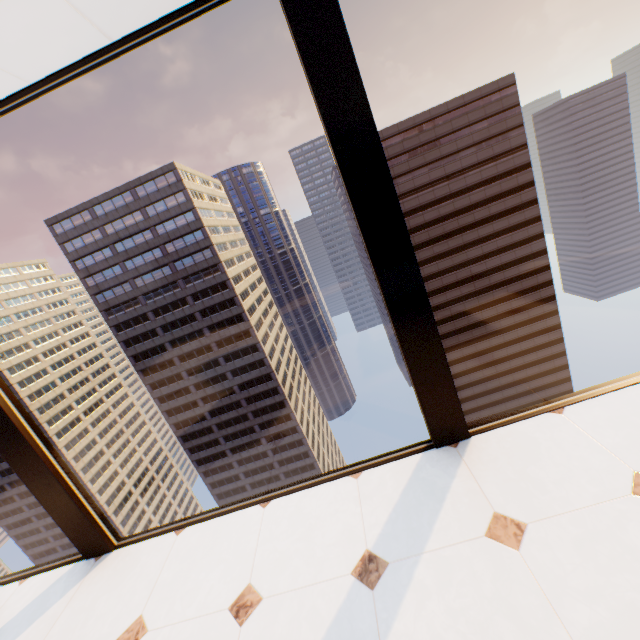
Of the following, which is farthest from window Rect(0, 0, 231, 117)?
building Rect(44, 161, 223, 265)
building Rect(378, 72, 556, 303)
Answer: building Rect(44, 161, 223, 265)

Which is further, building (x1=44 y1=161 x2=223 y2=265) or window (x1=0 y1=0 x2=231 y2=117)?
building (x1=44 y1=161 x2=223 y2=265)

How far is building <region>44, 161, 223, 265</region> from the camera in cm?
5625

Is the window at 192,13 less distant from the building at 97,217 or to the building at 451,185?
the building at 451,185

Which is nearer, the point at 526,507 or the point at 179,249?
the point at 526,507

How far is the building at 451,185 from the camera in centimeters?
5128cm

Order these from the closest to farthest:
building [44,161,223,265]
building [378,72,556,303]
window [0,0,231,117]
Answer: window [0,0,231,117], building [378,72,556,303], building [44,161,223,265]
